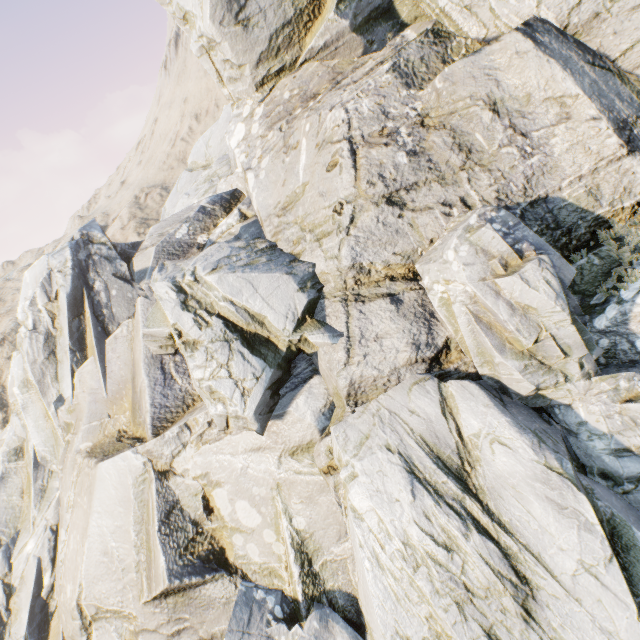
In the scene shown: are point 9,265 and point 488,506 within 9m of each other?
no
